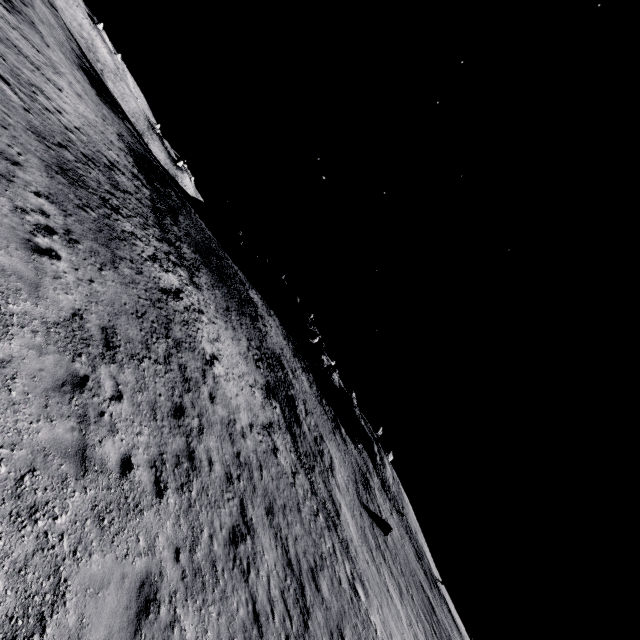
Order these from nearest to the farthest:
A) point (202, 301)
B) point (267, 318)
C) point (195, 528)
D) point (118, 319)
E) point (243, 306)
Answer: point (195, 528), point (118, 319), point (202, 301), point (243, 306), point (267, 318)
